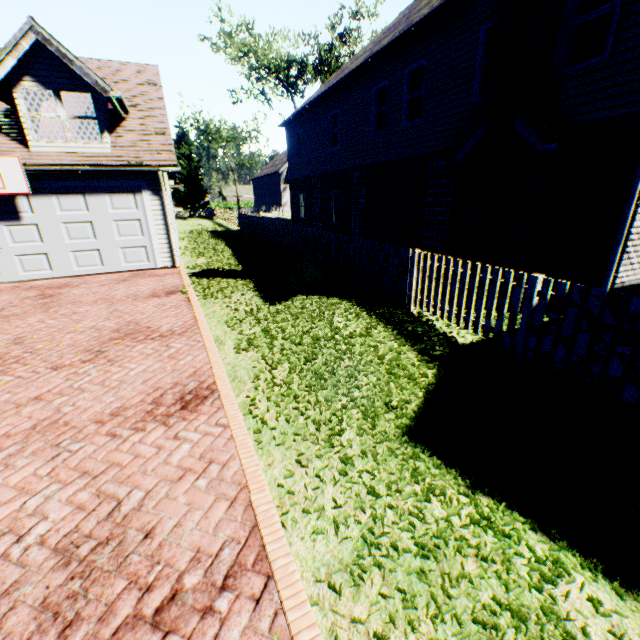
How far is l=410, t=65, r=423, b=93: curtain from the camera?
10.3m

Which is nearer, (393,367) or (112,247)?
(393,367)

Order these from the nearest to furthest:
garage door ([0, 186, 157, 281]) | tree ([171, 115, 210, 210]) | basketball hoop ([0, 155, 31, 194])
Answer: basketball hoop ([0, 155, 31, 194]) → garage door ([0, 186, 157, 281]) → tree ([171, 115, 210, 210])

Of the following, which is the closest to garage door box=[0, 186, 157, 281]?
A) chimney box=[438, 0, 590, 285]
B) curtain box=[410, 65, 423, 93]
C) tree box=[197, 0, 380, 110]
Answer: curtain box=[410, 65, 423, 93]

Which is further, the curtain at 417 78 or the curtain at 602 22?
the curtain at 417 78

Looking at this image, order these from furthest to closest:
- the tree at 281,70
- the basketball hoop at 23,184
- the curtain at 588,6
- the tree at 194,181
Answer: the tree at 194,181
the tree at 281,70
the basketball hoop at 23,184
the curtain at 588,6

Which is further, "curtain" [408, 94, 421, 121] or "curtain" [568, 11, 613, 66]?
"curtain" [408, 94, 421, 121]
